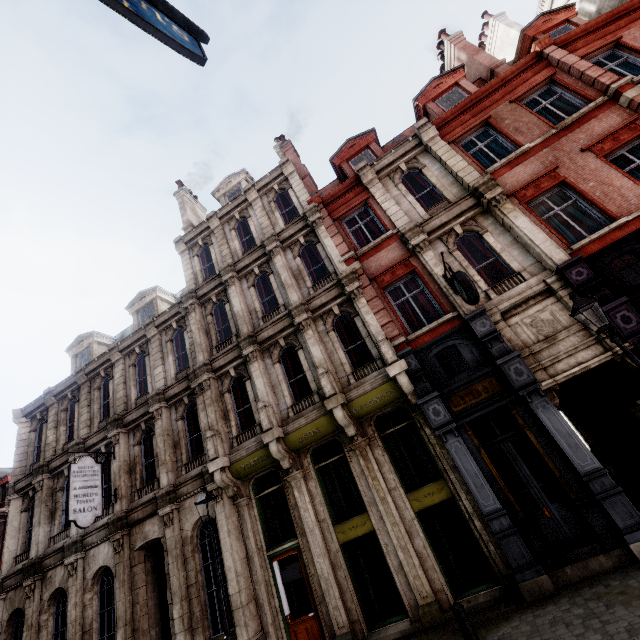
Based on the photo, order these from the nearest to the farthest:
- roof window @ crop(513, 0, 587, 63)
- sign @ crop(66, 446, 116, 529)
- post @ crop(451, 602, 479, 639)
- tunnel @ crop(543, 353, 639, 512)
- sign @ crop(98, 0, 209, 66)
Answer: sign @ crop(98, 0, 209, 66)
post @ crop(451, 602, 479, 639)
tunnel @ crop(543, 353, 639, 512)
sign @ crop(66, 446, 116, 529)
roof window @ crop(513, 0, 587, 63)

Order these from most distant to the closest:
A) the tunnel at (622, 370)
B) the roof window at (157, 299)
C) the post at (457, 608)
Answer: the roof window at (157, 299) → the tunnel at (622, 370) → the post at (457, 608)

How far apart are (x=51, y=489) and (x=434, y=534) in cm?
1717

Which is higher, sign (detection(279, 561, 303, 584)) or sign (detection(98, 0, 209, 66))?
sign (detection(98, 0, 209, 66))

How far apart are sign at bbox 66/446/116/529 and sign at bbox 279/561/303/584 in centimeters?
713cm

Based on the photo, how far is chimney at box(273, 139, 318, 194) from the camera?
18.0 meters

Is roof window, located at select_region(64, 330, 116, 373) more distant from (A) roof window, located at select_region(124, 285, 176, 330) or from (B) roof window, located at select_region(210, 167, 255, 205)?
(B) roof window, located at select_region(210, 167, 255, 205)

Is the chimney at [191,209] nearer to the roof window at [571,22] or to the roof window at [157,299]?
the roof window at [157,299]
